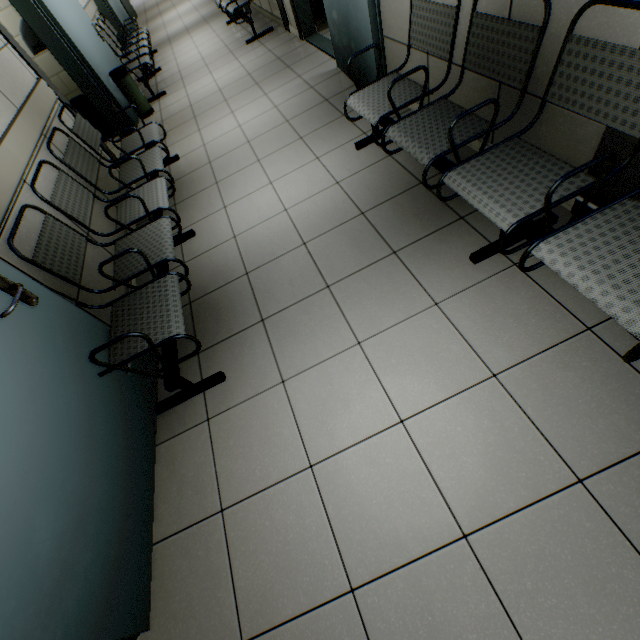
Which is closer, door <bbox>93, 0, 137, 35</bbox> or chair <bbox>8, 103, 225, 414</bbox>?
chair <bbox>8, 103, 225, 414</bbox>

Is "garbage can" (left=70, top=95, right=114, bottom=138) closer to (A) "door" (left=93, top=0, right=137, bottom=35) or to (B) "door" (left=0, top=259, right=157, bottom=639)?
(A) "door" (left=93, top=0, right=137, bottom=35)

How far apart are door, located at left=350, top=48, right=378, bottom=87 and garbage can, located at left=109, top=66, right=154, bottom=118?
2.6m

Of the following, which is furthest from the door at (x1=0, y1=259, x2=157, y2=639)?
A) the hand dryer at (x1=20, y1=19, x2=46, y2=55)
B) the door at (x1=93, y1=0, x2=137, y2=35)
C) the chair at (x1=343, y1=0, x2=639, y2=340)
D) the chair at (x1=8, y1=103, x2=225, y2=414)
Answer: the door at (x1=93, y1=0, x2=137, y2=35)

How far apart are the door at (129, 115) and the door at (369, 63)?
2.83m

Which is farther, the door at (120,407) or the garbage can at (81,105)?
the garbage can at (81,105)

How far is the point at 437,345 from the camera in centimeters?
172cm

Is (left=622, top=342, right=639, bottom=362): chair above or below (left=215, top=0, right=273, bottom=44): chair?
below
